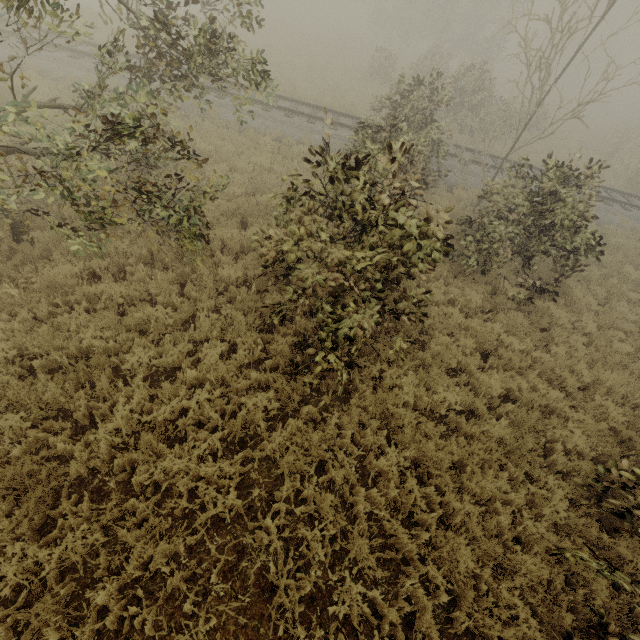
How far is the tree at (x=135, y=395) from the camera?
5.0m

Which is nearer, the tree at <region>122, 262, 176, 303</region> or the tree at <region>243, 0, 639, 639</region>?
the tree at <region>243, 0, 639, 639</region>

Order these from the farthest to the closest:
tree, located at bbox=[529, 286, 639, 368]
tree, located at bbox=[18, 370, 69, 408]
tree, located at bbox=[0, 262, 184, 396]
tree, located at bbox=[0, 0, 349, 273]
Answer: tree, located at bbox=[529, 286, 639, 368], tree, located at bbox=[0, 262, 184, 396], tree, located at bbox=[18, 370, 69, 408], tree, located at bbox=[0, 0, 349, 273]

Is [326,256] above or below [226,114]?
above

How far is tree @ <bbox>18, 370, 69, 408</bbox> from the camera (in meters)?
4.58

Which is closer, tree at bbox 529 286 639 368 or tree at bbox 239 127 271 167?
tree at bbox 529 286 639 368
